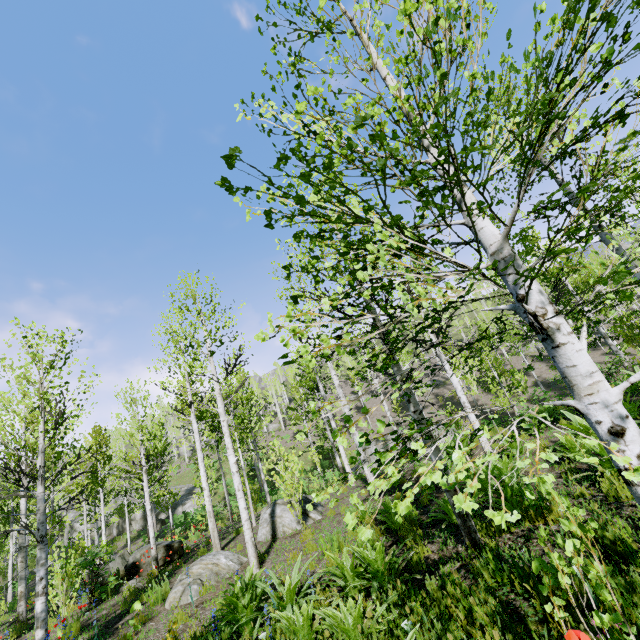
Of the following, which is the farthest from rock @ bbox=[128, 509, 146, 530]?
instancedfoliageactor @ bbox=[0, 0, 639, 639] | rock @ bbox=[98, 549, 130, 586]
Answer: rock @ bbox=[98, 549, 130, 586]

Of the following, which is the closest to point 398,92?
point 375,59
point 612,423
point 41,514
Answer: point 375,59

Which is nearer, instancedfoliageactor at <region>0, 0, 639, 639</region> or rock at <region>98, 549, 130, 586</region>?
instancedfoliageactor at <region>0, 0, 639, 639</region>

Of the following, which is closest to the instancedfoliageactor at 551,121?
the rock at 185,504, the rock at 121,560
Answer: the rock at 185,504

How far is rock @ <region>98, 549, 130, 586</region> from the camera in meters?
11.5

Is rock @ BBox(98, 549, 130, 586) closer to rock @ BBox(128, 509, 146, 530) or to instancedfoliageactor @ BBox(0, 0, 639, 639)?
instancedfoliageactor @ BBox(0, 0, 639, 639)

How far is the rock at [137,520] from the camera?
36.75m
